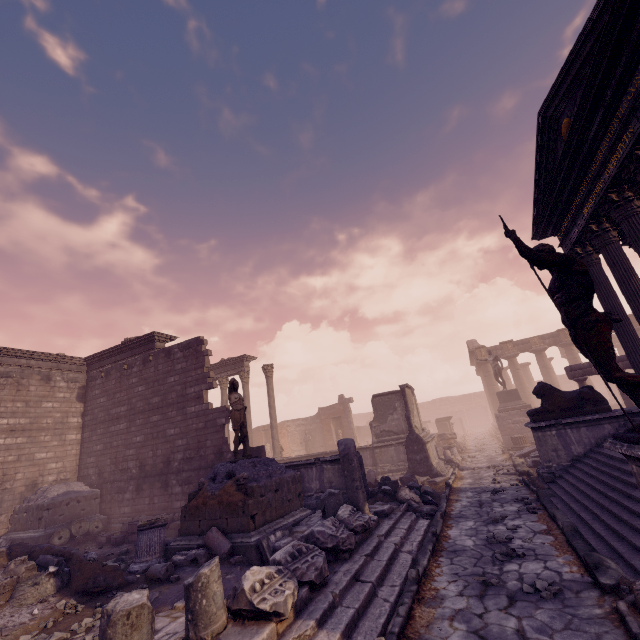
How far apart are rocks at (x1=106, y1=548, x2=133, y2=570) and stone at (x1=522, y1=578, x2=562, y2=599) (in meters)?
8.04

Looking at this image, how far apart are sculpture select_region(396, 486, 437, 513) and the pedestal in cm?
1371

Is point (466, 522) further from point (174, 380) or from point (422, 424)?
point (174, 380)

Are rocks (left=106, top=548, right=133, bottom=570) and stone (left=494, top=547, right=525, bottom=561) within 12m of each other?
yes

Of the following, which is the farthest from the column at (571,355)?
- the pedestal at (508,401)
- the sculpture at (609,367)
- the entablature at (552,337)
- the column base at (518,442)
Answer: the sculpture at (609,367)

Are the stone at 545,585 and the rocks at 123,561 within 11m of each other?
yes

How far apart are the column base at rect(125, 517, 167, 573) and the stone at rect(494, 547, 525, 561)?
6.72m

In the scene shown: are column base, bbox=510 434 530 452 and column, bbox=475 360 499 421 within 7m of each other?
no
